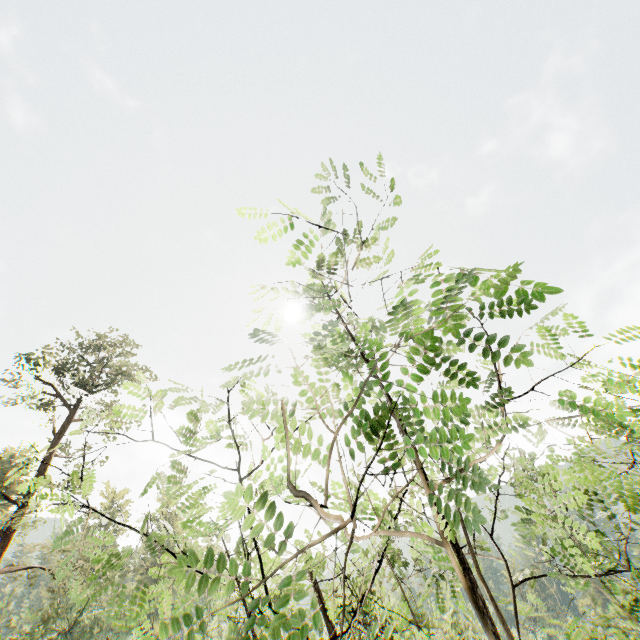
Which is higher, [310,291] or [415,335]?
[310,291]
